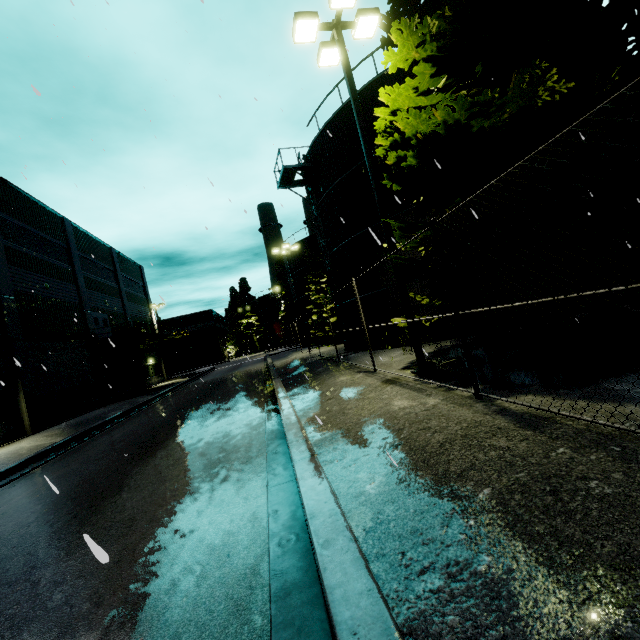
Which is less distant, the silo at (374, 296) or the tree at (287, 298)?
the silo at (374, 296)

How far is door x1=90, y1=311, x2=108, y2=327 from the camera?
26.23m

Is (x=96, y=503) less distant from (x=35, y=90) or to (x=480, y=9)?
(x=35, y=90)

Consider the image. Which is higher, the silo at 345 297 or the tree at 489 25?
the tree at 489 25

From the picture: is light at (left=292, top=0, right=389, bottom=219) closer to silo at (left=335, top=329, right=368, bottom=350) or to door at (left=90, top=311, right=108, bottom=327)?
silo at (left=335, top=329, right=368, bottom=350)

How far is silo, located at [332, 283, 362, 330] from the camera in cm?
1777

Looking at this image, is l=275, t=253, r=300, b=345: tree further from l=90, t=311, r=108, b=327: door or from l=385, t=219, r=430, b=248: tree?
l=385, t=219, r=430, b=248: tree

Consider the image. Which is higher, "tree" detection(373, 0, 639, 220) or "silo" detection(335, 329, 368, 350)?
"tree" detection(373, 0, 639, 220)
